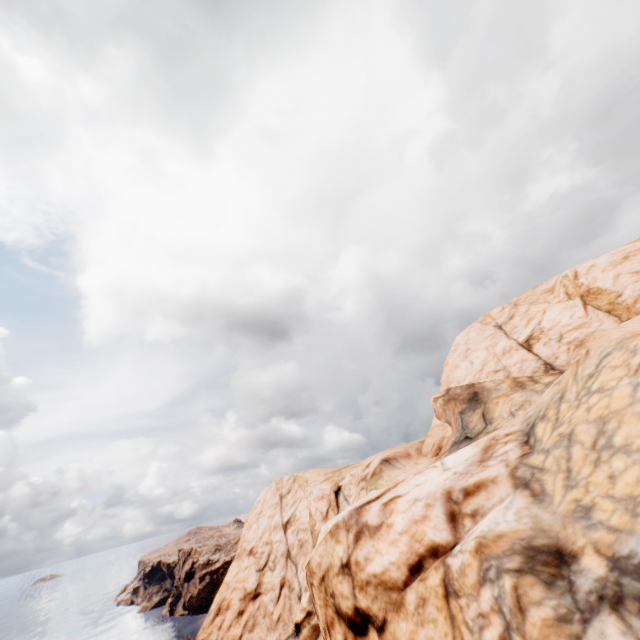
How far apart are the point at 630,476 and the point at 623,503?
0.72m
